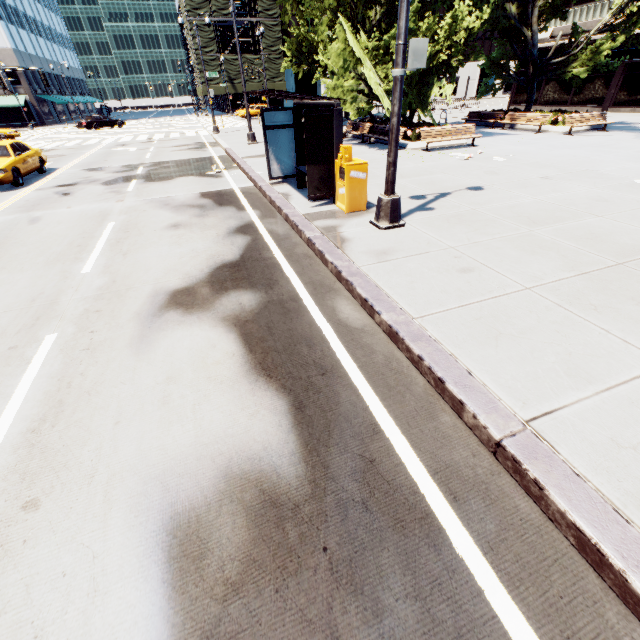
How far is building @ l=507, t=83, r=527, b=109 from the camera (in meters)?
32.47

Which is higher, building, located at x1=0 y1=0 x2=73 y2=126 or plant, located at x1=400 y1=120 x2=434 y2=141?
building, located at x1=0 y1=0 x2=73 y2=126

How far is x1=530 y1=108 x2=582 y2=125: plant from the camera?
18.0m

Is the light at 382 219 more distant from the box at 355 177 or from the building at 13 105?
the building at 13 105

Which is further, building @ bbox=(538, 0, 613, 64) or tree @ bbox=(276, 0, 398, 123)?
building @ bbox=(538, 0, 613, 64)

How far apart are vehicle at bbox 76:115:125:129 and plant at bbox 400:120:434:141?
39.38m

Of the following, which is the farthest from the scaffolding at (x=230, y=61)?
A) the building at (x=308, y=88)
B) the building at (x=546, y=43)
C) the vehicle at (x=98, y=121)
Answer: the building at (x=546, y=43)

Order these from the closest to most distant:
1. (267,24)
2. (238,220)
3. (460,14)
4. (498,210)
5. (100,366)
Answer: (100,366) → (498,210) → (238,220) → (460,14) → (267,24)
